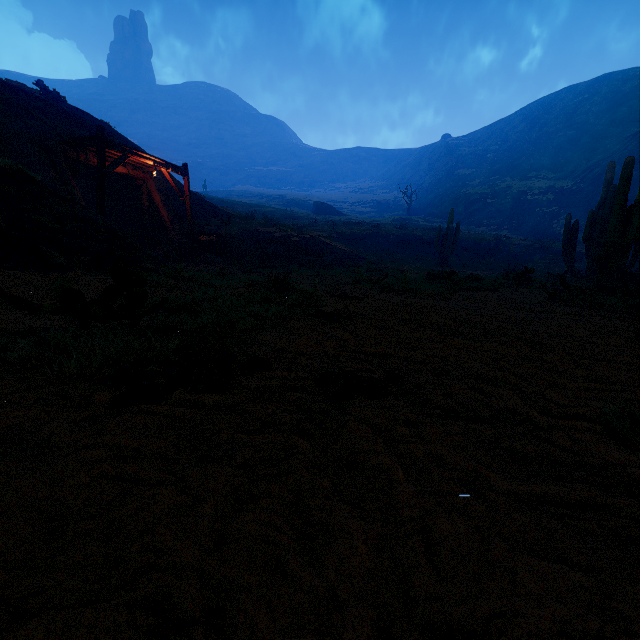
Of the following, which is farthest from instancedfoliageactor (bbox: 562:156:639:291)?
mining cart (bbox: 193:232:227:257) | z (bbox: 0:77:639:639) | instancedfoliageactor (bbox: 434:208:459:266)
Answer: instancedfoliageactor (bbox: 434:208:459:266)

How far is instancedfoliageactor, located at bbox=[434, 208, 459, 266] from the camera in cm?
2305

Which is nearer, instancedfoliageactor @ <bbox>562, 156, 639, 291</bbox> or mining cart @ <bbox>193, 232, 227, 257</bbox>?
instancedfoliageactor @ <bbox>562, 156, 639, 291</bbox>

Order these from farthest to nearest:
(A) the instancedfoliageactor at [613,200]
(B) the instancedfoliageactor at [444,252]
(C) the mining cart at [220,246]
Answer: (B) the instancedfoliageactor at [444,252] → (C) the mining cart at [220,246] → (A) the instancedfoliageactor at [613,200]

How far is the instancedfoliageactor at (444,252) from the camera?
23.0 meters

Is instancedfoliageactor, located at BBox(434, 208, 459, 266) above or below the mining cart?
above

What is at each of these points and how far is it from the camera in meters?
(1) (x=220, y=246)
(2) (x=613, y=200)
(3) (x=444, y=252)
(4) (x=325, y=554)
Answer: (1) mining cart, 17.2 m
(2) instancedfoliageactor, 14.8 m
(3) instancedfoliageactor, 23.5 m
(4) z, 0.8 m

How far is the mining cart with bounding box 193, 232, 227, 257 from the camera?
16.70m
